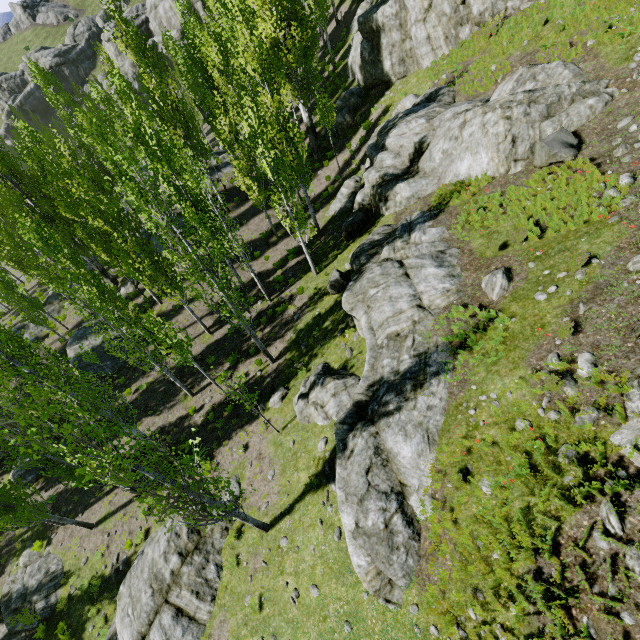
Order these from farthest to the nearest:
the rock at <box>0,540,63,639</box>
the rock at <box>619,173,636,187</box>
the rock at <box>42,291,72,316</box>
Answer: the rock at <box>42,291,72,316</box> → the rock at <box>0,540,63,639</box> → the rock at <box>619,173,636,187</box>

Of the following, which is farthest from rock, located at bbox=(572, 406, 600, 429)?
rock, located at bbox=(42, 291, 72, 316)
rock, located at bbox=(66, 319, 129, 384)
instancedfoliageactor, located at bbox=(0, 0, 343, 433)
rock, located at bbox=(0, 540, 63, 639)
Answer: rock, located at bbox=(66, 319, 129, 384)

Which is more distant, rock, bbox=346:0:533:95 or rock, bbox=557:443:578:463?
rock, bbox=346:0:533:95

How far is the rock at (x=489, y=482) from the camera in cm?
638

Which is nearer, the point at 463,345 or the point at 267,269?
the point at 463,345

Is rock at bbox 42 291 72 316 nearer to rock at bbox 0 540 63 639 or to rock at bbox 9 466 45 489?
rock at bbox 9 466 45 489

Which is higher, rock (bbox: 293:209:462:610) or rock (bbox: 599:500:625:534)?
rock (bbox: 599:500:625:534)

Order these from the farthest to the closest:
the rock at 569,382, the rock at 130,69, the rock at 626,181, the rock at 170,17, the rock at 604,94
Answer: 1. the rock at 130,69
2. the rock at 170,17
3. the rock at 604,94
4. the rock at 626,181
5. the rock at 569,382
